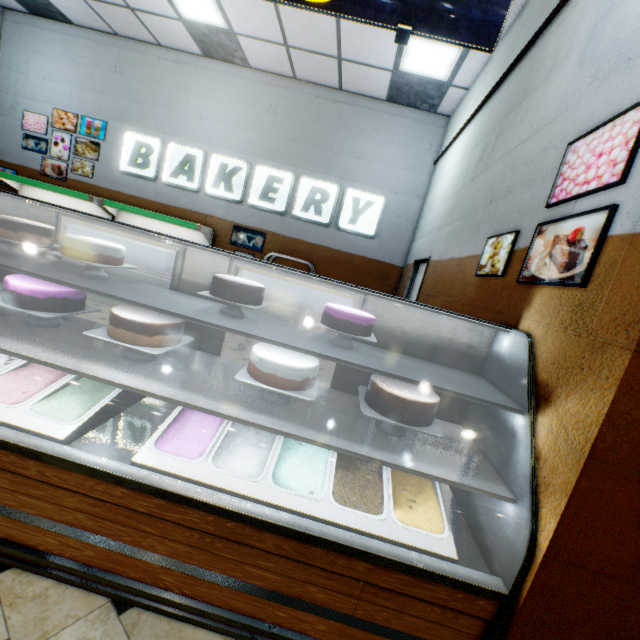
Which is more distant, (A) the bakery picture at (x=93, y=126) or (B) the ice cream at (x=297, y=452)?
(A) the bakery picture at (x=93, y=126)

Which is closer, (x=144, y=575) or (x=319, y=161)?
(x=144, y=575)

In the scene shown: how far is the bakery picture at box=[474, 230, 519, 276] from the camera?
2.23m

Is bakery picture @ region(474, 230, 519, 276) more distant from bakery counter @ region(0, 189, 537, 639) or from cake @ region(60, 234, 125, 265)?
cake @ region(60, 234, 125, 265)

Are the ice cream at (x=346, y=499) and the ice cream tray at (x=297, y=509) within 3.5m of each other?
yes

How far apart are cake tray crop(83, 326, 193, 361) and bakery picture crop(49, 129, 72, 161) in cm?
666

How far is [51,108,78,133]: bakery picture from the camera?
6.46m

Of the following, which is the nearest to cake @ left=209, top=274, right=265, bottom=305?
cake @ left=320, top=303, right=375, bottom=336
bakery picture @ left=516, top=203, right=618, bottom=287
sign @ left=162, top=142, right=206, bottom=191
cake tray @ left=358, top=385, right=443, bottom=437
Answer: cake @ left=320, top=303, right=375, bottom=336
